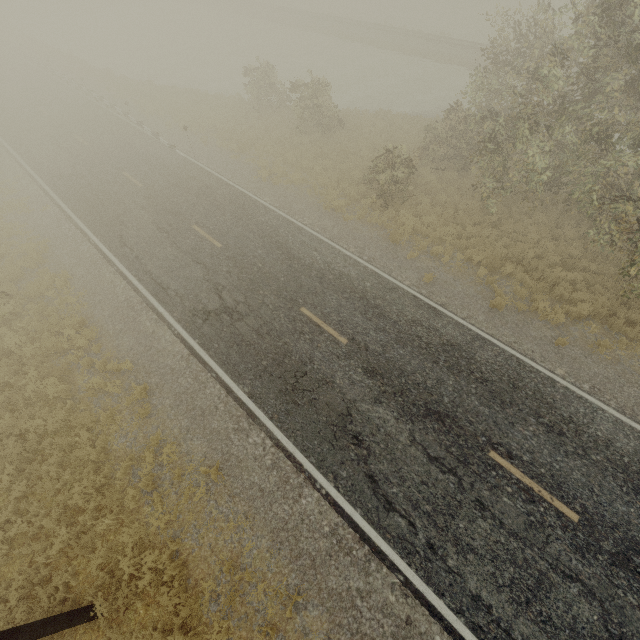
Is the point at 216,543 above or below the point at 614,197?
below
